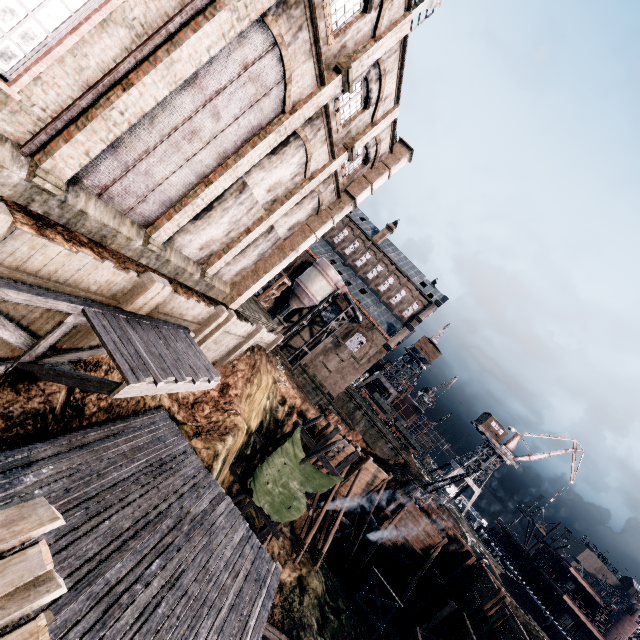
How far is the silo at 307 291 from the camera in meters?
A: 45.5

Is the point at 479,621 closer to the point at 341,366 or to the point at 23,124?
the point at 341,366

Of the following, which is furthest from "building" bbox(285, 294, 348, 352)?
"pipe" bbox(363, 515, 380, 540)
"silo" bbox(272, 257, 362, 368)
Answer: "pipe" bbox(363, 515, 380, 540)

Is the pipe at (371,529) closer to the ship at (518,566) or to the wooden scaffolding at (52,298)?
the wooden scaffolding at (52,298)

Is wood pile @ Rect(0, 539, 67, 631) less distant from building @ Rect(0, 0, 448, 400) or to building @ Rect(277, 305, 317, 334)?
building @ Rect(0, 0, 448, 400)

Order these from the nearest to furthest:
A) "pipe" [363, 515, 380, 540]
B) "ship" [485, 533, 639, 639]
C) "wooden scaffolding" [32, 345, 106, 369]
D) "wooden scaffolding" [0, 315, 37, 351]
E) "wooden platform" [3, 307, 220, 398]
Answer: "wooden scaffolding" [0, 315, 37, 351], "wooden platform" [3, 307, 220, 398], "wooden scaffolding" [32, 345, 106, 369], "pipe" [363, 515, 380, 540], "ship" [485, 533, 639, 639]

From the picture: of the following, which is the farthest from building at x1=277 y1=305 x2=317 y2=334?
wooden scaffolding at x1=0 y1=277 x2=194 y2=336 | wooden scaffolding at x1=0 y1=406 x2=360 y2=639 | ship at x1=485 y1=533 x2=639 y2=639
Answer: ship at x1=485 y1=533 x2=639 y2=639

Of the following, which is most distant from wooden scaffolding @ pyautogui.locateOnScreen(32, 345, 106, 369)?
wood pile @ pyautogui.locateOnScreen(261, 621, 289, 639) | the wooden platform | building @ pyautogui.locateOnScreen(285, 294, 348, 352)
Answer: building @ pyautogui.locateOnScreen(285, 294, 348, 352)
